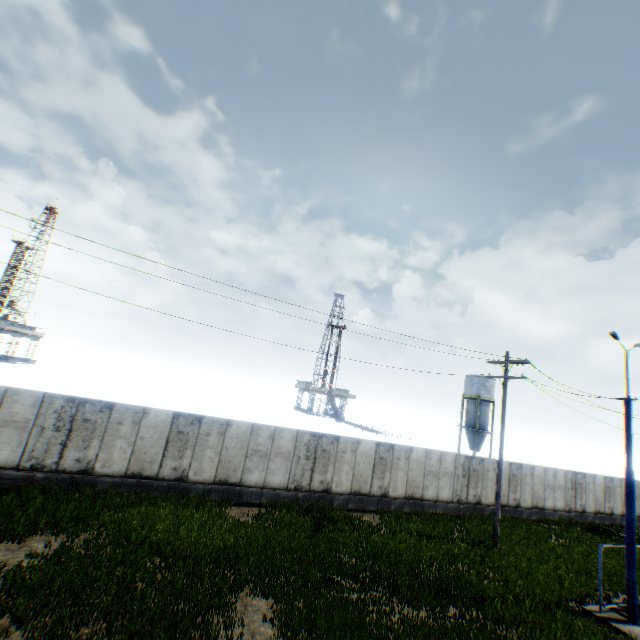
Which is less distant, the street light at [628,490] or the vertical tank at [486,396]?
the street light at [628,490]

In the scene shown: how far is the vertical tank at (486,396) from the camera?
45.4m

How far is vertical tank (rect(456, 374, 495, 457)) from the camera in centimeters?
4538cm

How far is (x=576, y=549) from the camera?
17.5 meters

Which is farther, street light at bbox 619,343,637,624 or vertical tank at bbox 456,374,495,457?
vertical tank at bbox 456,374,495,457
